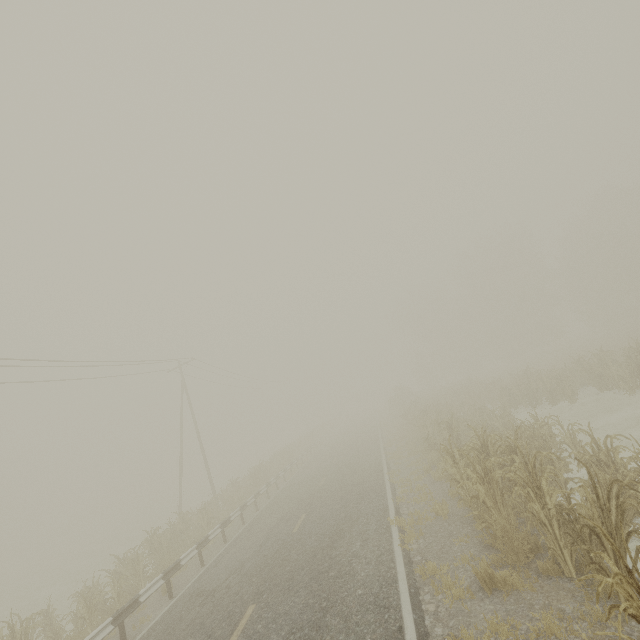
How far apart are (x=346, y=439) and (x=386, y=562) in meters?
27.2 m

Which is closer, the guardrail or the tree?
the guardrail

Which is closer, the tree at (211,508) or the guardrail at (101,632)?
the guardrail at (101,632)
